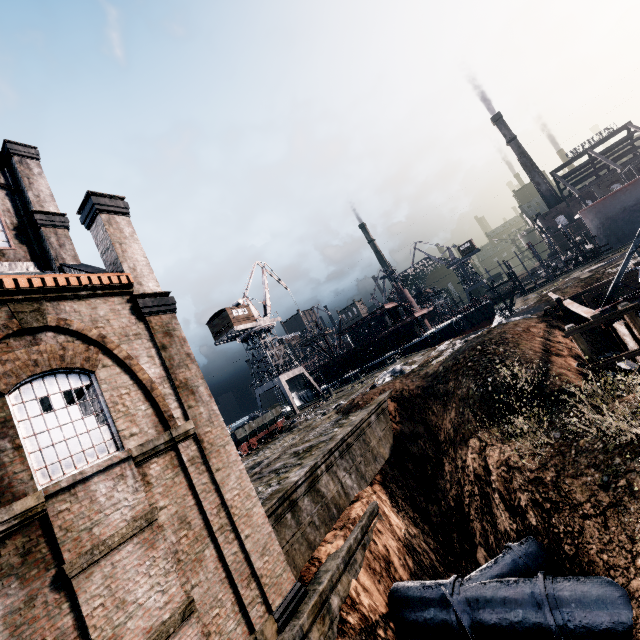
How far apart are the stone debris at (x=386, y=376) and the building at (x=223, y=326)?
23.26m

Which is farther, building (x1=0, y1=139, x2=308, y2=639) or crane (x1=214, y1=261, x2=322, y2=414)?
crane (x1=214, y1=261, x2=322, y2=414)

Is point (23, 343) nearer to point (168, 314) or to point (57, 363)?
point (57, 363)

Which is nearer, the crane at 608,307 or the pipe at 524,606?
the pipe at 524,606

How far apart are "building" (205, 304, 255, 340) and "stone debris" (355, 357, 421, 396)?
23.3 meters

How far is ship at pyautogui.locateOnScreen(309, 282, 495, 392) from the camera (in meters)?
46.59

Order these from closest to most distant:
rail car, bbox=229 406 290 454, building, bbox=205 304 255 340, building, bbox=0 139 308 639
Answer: building, bbox=0 139 308 639
rail car, bbox=229 406 290 454
building, bbox=205 304 255 340

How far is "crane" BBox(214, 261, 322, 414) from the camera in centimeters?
4491cm
